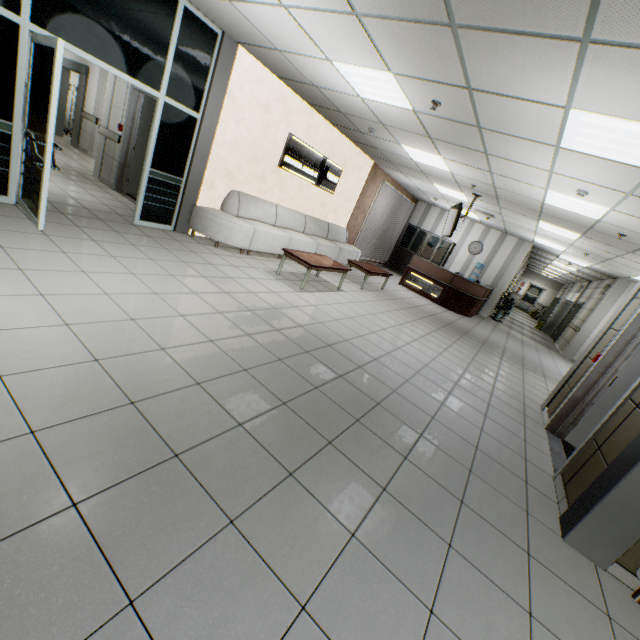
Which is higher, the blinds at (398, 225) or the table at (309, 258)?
the blinds at (398, 225)

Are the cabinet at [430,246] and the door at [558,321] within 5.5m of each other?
no

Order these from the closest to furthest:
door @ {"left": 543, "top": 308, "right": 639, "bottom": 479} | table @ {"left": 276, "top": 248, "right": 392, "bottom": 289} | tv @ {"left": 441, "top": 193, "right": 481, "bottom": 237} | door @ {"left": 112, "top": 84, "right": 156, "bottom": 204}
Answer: door @ {"left": 543, "top": 308, "right": 639, "bottom": 479}
table @ {"left": 276, "top": 248, "right": 392, "bottom": 289}
door @ {"left": 112, "top": 84, "right": 156, "bottom": 204}
tv @ {"left": 441, "top": 193, "right": 481, "bottom": 237}

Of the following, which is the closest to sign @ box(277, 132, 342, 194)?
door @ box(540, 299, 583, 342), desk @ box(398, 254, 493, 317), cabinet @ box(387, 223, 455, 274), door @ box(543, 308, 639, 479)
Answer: desk @ box(398, 254, 493, 317)

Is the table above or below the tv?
below

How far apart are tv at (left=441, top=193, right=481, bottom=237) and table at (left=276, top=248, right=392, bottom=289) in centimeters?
297cm

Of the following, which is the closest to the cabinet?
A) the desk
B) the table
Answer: the desk

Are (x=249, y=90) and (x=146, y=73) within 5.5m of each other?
yes
